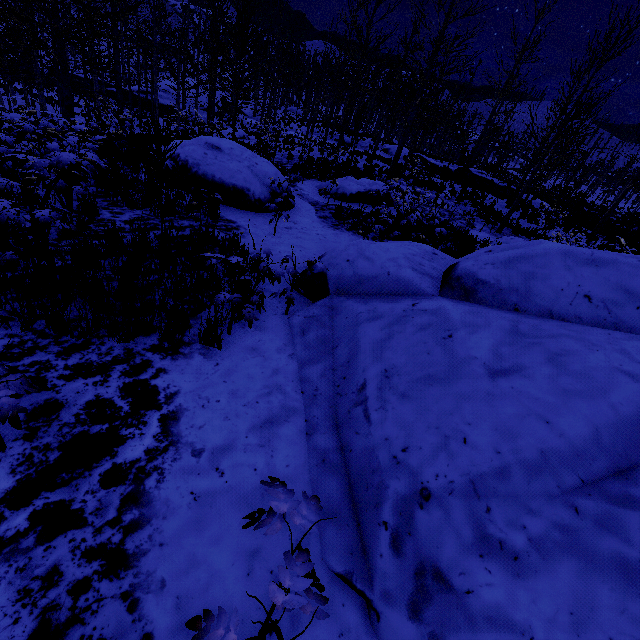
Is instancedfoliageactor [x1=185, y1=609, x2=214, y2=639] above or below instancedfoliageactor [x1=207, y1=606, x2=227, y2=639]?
below

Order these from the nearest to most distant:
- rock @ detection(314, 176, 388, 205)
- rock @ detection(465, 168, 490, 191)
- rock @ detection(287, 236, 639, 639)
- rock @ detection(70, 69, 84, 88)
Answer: rock @ detection(287, 236, 639, 639)
rock @ detection(314, 176, 388, 205)
rock @ detection(465, 168, 490, 191)
rock @ detection(70, 69, 84, 88)

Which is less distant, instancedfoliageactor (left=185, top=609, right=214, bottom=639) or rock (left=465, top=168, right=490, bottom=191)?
instancedfoliageactor (left=185, top=609, right=214, bottom=639)

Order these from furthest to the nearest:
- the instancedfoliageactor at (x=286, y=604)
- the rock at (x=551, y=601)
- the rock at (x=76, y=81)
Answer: the rock at (x=76, y=81), the rock at (x=551, y=601), the instancedfoliageactor at (x=286, y=604)

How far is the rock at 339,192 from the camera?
12.6 meters

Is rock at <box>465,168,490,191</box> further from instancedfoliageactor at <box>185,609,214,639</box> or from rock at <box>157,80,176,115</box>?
instancedfoliageactor at <box>185,609,214,639</box>

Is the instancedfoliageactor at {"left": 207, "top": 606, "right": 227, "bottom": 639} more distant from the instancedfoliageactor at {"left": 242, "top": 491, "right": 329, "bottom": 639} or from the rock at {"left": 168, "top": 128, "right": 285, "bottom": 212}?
the rock at {"left": 168, "top": 128, "right": 285, "bottom": 212}

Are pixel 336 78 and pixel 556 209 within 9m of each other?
no
